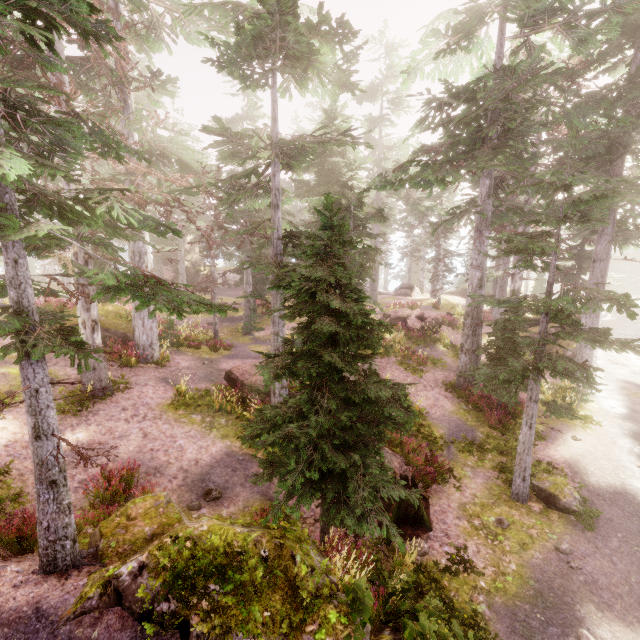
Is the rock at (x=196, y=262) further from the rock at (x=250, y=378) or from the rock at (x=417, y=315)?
the rock at (x=417, y=315)

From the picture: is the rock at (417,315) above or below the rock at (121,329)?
below

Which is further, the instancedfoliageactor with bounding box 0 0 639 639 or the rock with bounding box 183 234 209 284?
the rock with bounding box 183 234 209 284

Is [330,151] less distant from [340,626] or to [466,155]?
[466,155]

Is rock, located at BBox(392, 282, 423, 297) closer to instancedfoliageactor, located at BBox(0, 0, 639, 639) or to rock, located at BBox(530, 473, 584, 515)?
instancedfoliageactor, located at BBox(0, 0, 639, 639)

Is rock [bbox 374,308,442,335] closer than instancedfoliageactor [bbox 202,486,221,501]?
No

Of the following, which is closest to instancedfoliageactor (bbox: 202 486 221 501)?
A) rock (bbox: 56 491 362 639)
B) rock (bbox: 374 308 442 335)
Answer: rock (bbox: 56 491 362 639)

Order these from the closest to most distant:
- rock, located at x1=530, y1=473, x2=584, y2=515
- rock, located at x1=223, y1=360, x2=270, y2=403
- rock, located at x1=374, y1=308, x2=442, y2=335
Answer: rock, located at x1=530, y1=473, x2=584, y2=515 < rock, located at x1=223, y1=360, x2=270, y2=403 < rock, located at x1=374, y1=308, x2=442, y2=335
